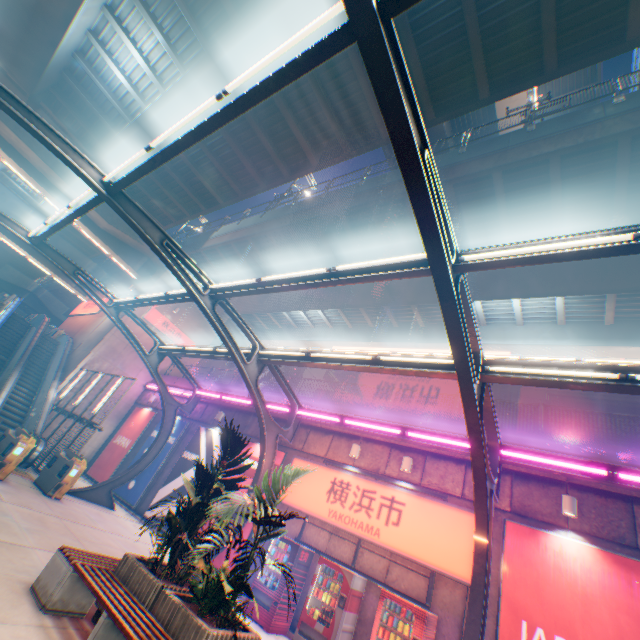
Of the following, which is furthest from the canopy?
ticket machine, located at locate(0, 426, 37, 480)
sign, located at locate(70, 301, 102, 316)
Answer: sign, located at locate(70, 301, 102, 316)

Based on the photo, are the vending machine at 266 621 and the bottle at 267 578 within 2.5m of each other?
yes

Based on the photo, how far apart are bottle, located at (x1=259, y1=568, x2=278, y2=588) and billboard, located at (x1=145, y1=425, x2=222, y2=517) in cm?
534

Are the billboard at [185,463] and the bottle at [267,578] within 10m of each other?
yes

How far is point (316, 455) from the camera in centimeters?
1232cm

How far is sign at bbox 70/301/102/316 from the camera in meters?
25.2 m

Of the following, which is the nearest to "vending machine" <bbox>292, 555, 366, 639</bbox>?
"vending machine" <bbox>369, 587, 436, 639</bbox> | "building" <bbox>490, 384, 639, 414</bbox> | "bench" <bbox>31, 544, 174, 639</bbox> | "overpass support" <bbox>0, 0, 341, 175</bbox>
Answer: "vending machine" <bbox>369, 587, 436, 639</bbox>

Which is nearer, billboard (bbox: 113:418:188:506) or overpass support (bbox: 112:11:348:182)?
overpass support (bbox: 112:11:348:182)
